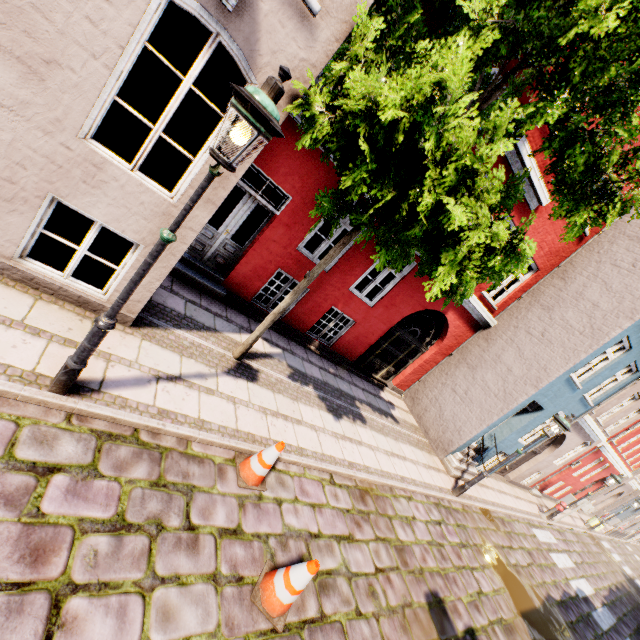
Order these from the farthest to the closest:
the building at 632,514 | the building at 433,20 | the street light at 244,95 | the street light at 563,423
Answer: the building at 632,514
the street light at 563,423
the building at 433,20
the street light at 244,95

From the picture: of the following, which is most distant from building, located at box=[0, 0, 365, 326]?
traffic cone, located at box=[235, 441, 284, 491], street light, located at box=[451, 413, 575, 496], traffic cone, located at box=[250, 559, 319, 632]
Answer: traffic cone, located at box=[250, 559, 319, 632]

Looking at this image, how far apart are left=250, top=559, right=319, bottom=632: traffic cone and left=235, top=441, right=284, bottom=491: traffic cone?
0.9 meters

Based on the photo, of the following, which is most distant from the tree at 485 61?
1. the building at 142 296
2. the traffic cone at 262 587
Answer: the traffic cone at 262 587

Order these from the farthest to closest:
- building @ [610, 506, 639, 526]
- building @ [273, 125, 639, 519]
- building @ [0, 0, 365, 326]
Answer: building @ [610, 506, 639, 526]
building @ [273, 125, 639, 519]
building @ [0, 0, 365, 326]

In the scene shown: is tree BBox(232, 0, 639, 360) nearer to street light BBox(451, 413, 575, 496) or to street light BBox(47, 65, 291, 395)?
street light BBox(47, 65, 291, 395)

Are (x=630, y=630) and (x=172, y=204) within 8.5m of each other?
no

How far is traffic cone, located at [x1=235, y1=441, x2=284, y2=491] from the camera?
4.5m
